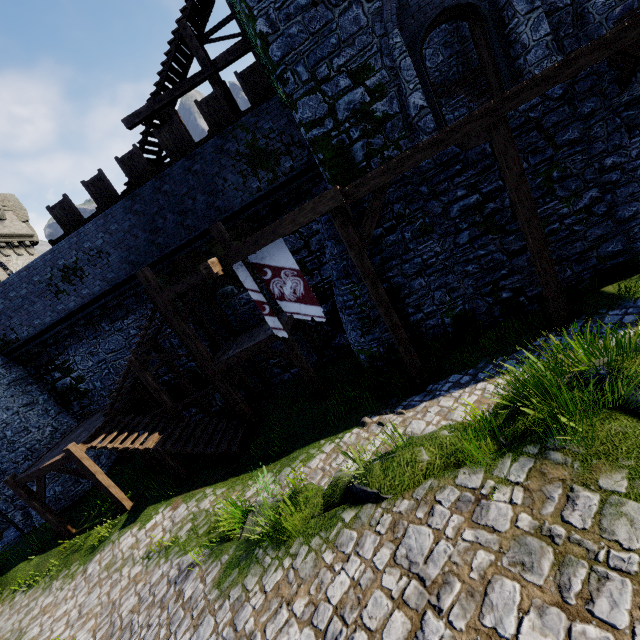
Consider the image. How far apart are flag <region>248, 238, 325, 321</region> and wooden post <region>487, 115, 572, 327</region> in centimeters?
545cm

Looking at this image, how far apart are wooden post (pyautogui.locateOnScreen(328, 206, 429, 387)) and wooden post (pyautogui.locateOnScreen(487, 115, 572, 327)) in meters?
3.6 m

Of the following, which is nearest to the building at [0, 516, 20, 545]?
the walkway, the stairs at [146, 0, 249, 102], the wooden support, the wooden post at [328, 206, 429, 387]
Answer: the stairs at [146, 0, 249, 102]

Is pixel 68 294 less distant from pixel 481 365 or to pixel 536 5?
pixel 481 365

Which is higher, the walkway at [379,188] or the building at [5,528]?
the walkway at [379,188]

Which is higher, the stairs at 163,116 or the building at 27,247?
the building at 27,247

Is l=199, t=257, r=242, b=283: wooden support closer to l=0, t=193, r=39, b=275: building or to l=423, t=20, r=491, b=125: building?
l=423, t=20, r=491, b=125: building

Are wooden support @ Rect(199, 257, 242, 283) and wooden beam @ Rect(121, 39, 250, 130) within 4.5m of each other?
no
